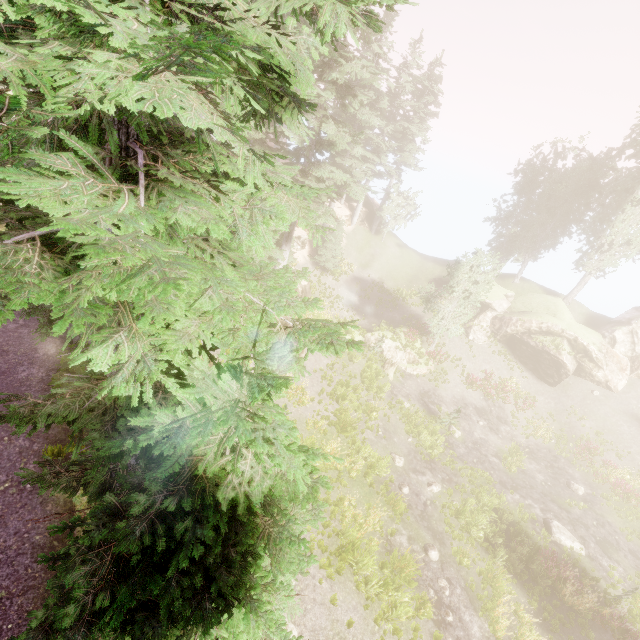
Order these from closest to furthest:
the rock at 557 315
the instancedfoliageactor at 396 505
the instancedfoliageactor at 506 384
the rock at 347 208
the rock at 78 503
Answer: the rock at 78 503 → the instancedfoliageactor at 396 505 → the instancedfoliageactor at 506 384 → the rock at 557 315 → the rock at 347 208

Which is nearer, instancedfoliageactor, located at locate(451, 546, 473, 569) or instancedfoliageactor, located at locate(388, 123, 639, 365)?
instancedfoliageactor, located at locate(451, 546, 473, 569)

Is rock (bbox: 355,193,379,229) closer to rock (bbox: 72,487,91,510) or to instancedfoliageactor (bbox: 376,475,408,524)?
instancedfoliageactor (bbox: 376,475,408,524)

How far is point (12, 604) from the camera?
6.1 meters

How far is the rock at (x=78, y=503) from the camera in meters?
7.6 m

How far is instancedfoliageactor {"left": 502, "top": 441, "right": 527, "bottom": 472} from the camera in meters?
21.3

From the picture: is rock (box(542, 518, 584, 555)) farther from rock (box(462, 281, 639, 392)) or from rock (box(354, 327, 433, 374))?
rock (box(462, 281, 639, 392))

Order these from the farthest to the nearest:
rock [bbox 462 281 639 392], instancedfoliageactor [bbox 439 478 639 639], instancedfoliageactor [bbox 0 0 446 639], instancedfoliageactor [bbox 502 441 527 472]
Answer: rock [bbox 462 281 639 392] < instancedfoliageactor [bbox 502 441 527 472] < instancedfoliageactor [bbox 439 478 639 639] < instancedfoliageactor [bbox 0 0 446 639]
